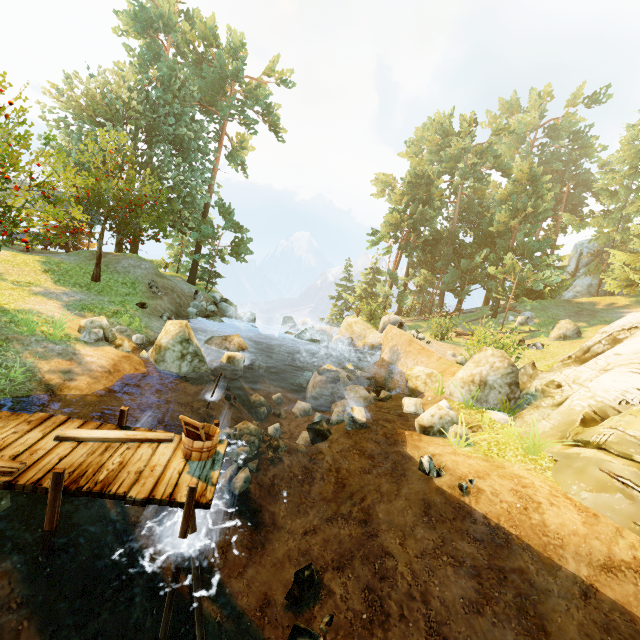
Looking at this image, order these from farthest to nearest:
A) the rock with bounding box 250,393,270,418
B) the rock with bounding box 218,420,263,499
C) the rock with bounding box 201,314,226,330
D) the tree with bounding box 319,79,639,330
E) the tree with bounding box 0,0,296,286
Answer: the tree with bounding box 319,79,639,330 < the rock with bounding box 201,314,226,330 < the rock with bounding box 250,393,270,418 < the tree with bounding box 0,0,296,286 < the rock with bounding box 218,420,263,499

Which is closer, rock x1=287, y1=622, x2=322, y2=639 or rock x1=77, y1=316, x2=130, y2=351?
rock x1=287, y1=622, x2=322, y2=639

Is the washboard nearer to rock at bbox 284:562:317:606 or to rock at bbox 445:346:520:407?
rock at bbox 284:562:317:606

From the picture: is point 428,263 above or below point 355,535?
above

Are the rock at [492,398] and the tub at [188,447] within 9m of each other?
no

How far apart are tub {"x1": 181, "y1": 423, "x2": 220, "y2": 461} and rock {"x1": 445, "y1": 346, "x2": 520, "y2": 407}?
10.2m

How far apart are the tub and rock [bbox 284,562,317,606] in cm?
304

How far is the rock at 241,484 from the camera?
8.0 meters
